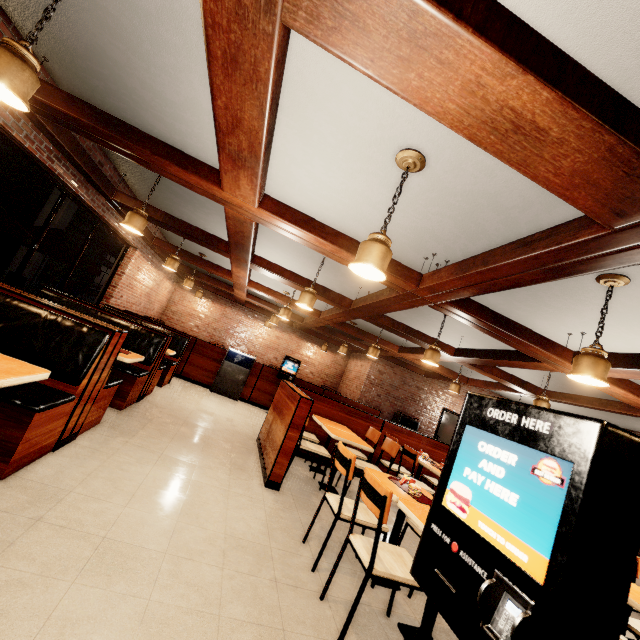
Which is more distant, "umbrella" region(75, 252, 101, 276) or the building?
"umbrella" region(75, 252, 101, 276)

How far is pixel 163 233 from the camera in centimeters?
886cm

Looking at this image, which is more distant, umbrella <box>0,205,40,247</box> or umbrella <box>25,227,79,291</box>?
umbrella <box>25,227,79,291</box>

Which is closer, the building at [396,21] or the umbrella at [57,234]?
the building at [396,21]

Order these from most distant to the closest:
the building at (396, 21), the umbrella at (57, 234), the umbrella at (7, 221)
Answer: the umbrella at (57, 234) < the umbrella at (7, 221) < the building at (396, 21)

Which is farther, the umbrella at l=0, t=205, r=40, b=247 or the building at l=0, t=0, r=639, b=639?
the umbrella at l=0, t=205, r=40, b=247

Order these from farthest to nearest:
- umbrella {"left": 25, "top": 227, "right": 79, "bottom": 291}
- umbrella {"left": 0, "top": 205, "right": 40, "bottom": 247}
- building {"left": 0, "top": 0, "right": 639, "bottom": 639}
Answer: umbrella {"left": 25, "top": 227, "right": 79, "bottom": 291} < umbrella {"left": 0, "top": 205, "right": 40, "bottom": 247} < building {"left": 0, "top": 0, "right": 639, "bottom": 639}
